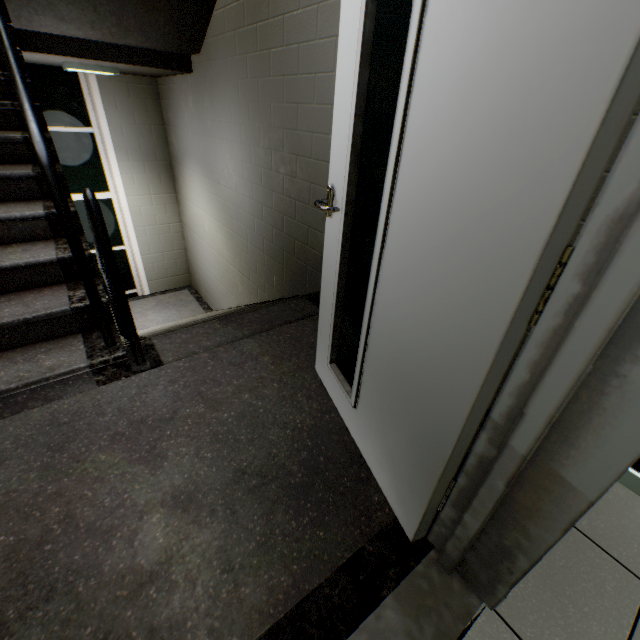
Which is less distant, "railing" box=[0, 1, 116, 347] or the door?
the door

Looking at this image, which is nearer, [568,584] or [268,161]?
[568,584]

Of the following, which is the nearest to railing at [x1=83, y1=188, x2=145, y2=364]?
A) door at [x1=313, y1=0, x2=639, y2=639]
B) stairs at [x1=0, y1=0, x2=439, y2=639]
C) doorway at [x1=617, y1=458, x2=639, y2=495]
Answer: stairs at [x1=0, y1=0, x2=439, y2=639]

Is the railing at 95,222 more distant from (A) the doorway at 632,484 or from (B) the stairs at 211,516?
(A) the doorway at 632,484

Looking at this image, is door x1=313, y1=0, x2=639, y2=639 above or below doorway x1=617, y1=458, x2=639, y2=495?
above

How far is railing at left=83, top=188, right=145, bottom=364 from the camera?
1.40m

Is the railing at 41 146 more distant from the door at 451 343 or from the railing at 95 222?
the door at 451 343

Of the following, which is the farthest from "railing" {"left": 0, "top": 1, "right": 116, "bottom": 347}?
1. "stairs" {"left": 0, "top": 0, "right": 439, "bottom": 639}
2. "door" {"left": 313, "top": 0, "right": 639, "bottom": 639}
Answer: "door" {"left": 313, "top": 0, "right": 639, "bottom": 639}
